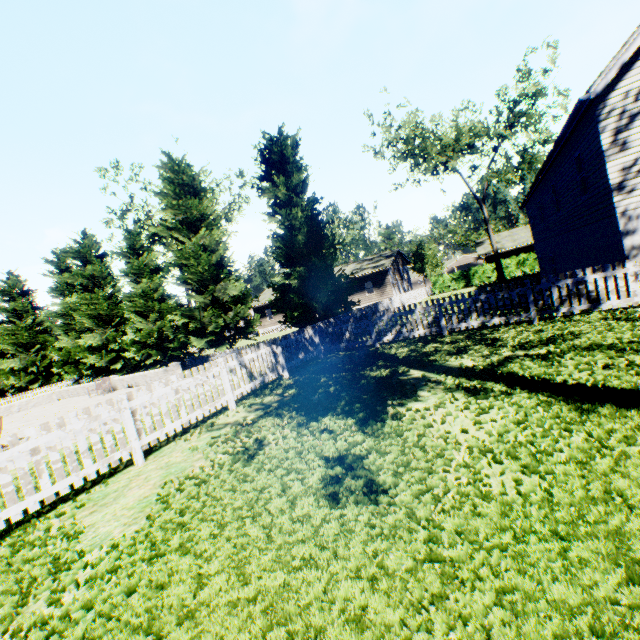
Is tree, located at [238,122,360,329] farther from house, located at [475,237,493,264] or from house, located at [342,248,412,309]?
house, located at [475,237,493,264]

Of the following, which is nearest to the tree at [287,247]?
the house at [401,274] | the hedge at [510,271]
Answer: the house at [401,274]

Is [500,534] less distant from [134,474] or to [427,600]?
[427,600]

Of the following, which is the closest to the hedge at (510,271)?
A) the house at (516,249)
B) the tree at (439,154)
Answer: the tree at (439,154)

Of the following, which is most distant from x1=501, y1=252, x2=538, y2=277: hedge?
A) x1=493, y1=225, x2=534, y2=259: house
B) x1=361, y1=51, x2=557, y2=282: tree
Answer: x1=493, y1=225, x2=534, y2=259: house

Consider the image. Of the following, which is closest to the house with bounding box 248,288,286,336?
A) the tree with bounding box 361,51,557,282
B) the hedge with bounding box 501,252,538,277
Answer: the tree with bounding box 361,51,557,282

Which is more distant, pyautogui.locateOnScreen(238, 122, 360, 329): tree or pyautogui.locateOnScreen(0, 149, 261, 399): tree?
pyautogui.locateOnScreen(0, 149, 261, 399): tree
